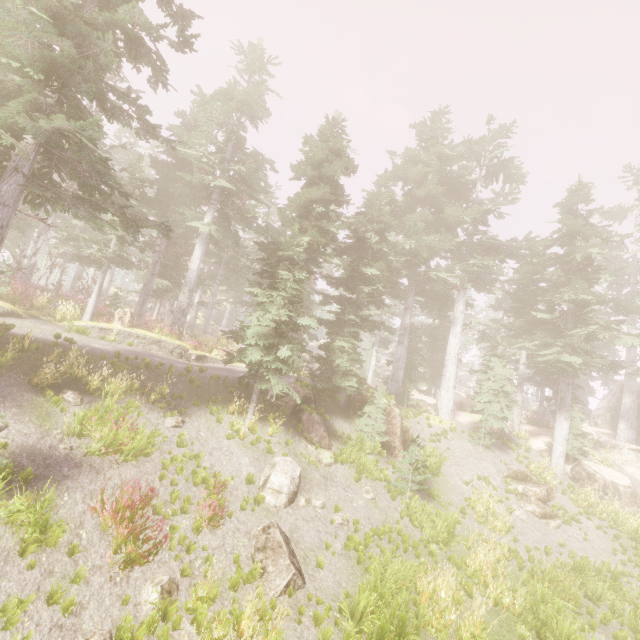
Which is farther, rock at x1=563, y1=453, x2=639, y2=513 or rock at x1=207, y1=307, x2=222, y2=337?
rock at x1=207, y1=307, x2=222, y2=337

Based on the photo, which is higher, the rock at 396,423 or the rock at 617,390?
the rock at 617,390

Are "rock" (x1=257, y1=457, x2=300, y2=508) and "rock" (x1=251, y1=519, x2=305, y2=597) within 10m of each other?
yes

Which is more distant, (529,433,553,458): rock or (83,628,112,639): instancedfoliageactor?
(529,433,553,458): rock

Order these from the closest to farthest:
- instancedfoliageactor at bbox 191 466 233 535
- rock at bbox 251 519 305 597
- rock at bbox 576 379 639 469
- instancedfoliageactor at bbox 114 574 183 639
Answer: instancedfoliageactor at bbox 114 574 183 639 → rock at bbox 251 519 305 597 → instancedfoliageactor at bbox 191 466 233 535 → rock at bbox 576 379 639 469

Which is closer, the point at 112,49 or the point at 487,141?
the point at 112,49

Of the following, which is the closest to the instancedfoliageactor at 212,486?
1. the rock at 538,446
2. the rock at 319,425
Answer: the rock at 319,425

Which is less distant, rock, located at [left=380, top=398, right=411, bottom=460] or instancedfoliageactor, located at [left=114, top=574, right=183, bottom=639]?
instancedfoliageactor, located at [left=114, top=574, right=183, bottom=639]
